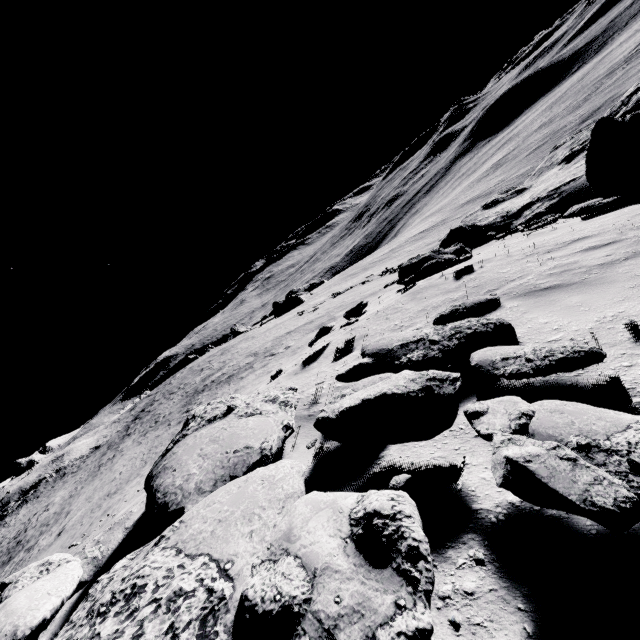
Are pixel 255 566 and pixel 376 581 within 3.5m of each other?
yes

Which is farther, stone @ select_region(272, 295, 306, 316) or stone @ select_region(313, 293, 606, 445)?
stone @ select_region(272, 295, 306, 316)

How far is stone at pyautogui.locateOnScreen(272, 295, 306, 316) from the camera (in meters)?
52.34

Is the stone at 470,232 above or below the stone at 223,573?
below

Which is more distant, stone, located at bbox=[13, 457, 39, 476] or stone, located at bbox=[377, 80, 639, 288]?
stone, located at bbox=[13, 457, 39, 476]

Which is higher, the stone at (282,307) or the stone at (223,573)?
the stone at (223,573)

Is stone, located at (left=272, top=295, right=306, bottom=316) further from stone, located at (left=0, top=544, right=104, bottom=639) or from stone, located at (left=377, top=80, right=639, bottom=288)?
stone, located at (left=0, top=544, right=104, bottom=639)

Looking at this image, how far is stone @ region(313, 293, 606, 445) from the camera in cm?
271
